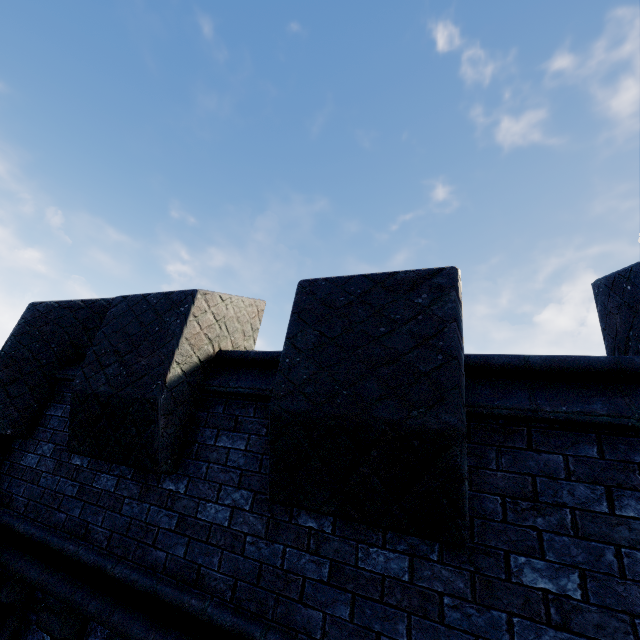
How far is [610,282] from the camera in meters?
2.7
